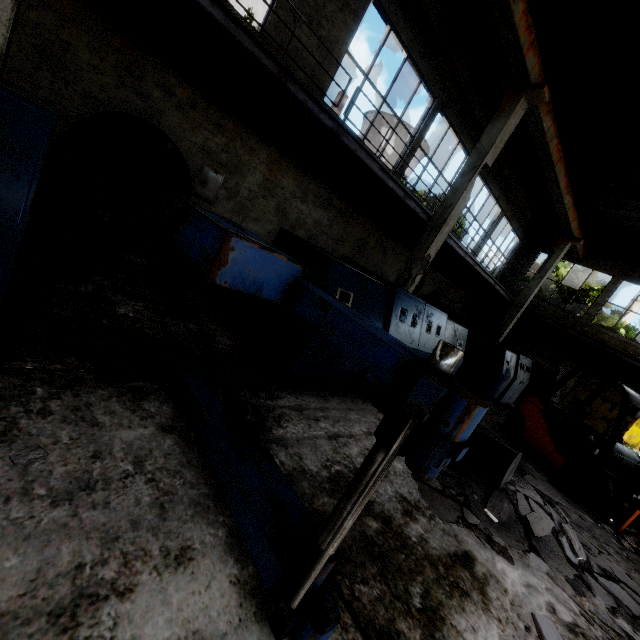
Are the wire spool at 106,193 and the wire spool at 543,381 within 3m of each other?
no

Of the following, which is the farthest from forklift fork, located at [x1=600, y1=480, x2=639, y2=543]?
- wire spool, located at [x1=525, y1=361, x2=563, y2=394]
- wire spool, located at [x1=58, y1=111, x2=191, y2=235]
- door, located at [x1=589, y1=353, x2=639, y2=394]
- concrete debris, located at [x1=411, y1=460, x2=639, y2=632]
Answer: door, located at [x1=589, y1=353, x2=639, y2=394]

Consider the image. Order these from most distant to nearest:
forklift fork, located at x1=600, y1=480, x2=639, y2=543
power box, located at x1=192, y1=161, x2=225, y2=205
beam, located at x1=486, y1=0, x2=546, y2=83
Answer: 1. power box, located at x1=192, y1=161, x2=225, y2=205
2. beam, located at x1=486, y1=0, x2=546, y2=83
3. forklift fork, located at x1=600, y1=480, x2=639, y2=543

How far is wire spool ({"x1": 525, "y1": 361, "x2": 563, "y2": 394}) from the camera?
12.7m

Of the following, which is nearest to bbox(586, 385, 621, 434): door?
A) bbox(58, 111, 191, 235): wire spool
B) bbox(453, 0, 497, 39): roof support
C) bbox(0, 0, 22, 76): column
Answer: bbox(453, 0, 497, 39): roof support

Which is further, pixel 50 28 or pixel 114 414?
pixel 50 28

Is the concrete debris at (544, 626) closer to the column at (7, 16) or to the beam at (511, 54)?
the column at (7, 16)

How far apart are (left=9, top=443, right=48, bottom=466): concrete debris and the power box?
6.92m
